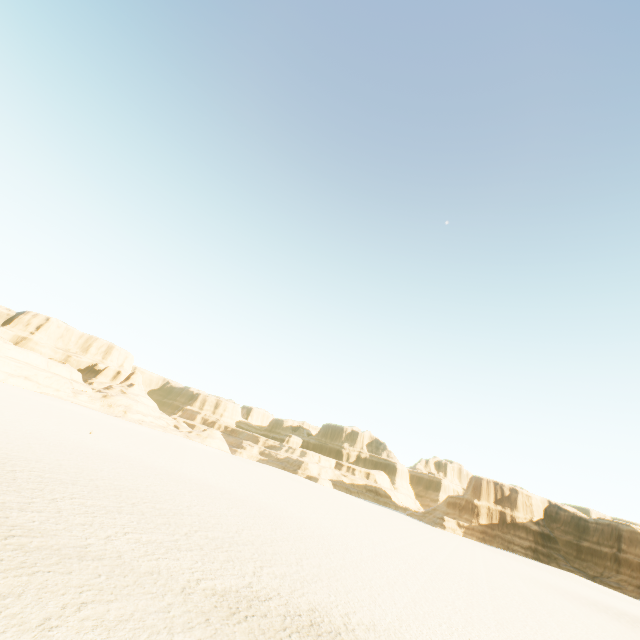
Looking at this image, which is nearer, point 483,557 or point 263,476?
point 483,557
